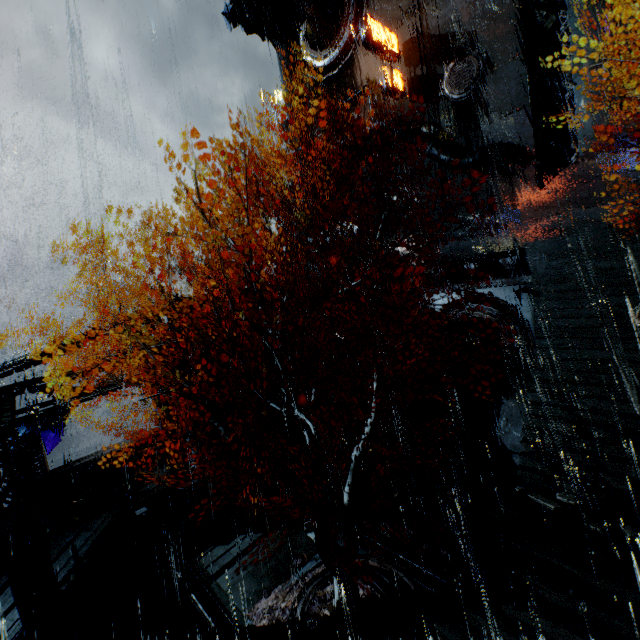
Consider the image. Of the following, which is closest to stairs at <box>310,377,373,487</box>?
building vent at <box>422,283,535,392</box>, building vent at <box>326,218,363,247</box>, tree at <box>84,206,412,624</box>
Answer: building vent at <box>422,283,535,392</box>

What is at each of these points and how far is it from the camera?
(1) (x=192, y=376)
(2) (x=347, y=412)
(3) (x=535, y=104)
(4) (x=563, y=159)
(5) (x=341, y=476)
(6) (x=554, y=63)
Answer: (1) building, 15.70m
(2) stairs, 17.75m
(3) building, 20.58m
(4) rock, 25.97m
(5) stairs, 15.34m
(6) rock, 28.89m

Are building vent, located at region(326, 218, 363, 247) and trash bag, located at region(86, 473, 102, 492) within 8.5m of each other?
no

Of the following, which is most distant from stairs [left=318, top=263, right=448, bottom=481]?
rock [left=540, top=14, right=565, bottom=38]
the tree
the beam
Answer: rock [left=540, top=14, right=565, bottom=38]

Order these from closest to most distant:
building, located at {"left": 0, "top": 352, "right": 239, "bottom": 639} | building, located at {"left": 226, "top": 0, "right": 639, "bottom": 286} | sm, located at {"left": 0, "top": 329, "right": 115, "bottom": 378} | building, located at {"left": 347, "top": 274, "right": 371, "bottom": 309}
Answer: building, located at {"left": 0, "top": 352, "right": 239, "bottom": 639}
sm, located at {"left": 0, "top": 329, "right": 115, "bottom": 378}
building, located at {"left": 226, "top": 0, "right": 639, "bottom": 286}
building, located at {"left": 347, "top": 274, "right": 371, "bottom": 309}

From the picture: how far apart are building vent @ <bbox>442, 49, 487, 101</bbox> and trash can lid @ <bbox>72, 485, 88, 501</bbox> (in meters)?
32.69

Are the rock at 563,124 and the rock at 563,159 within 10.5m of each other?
yes

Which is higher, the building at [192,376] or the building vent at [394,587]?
the building at [192,376]
